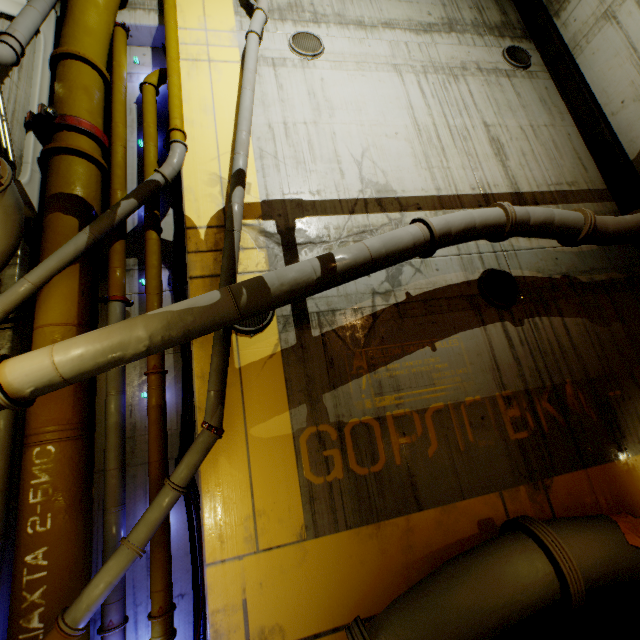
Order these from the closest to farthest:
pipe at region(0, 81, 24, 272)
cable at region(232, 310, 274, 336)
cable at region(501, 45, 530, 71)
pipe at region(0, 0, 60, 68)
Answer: pipe at region(0, 81, 24, 272), pipe at region(0, 0, 60, 68), cable at region(232, 310, 274, 336), cable at region(501, 45, 530, 71)

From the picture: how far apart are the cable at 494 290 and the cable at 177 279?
5.2m

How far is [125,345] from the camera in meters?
3.6 m

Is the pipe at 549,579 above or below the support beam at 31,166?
below

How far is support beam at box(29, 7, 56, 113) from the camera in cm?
551

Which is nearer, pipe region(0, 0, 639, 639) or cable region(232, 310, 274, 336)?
pipe region(0, 0, 639, 639)

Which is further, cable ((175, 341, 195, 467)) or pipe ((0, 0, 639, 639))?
cable ((175, 341, 195, 467))
